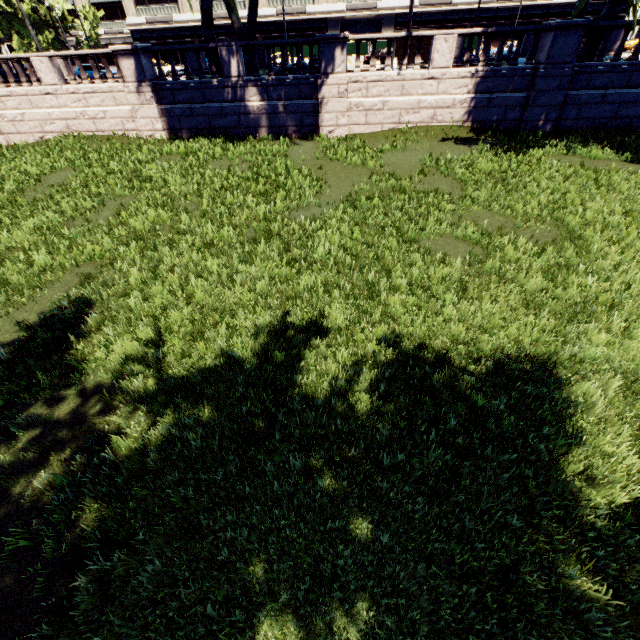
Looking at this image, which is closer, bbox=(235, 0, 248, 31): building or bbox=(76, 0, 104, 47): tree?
bbox=(235, 0, 248, 31): building

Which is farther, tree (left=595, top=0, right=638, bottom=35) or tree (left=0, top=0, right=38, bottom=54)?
tree (left=0, top=0, right=38, bottom=54)

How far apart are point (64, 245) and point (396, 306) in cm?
871

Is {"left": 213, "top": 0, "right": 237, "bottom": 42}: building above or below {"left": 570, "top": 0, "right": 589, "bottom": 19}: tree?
above

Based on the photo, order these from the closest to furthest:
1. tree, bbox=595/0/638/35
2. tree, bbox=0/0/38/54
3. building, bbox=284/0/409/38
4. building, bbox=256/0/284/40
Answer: tree, bbox=595/0/638/35, tree, bbox=0/0/38/54, building, bbox=284/0/409/38, building, bbox=256/0/284/40

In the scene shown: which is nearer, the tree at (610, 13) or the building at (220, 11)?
the tree at (610, 13)
